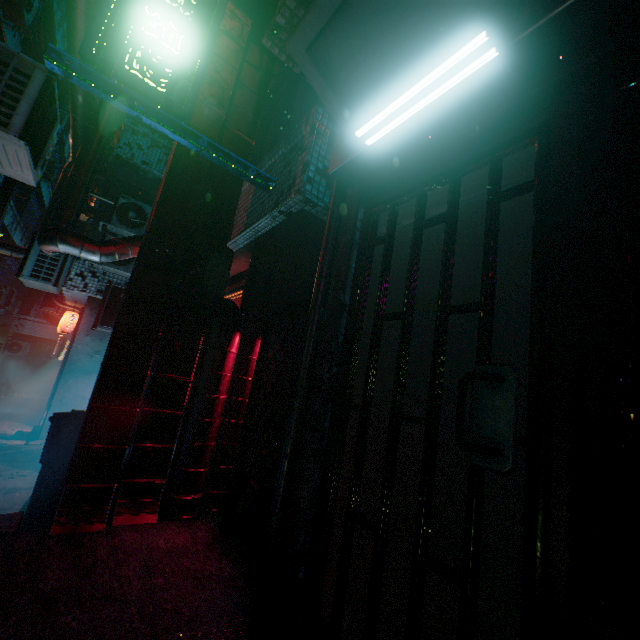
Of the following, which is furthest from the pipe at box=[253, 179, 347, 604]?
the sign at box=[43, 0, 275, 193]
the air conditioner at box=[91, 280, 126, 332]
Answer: the air conditioner at box=[91, 280, 126, 332]

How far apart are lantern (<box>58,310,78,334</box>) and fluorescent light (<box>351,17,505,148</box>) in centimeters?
809cm

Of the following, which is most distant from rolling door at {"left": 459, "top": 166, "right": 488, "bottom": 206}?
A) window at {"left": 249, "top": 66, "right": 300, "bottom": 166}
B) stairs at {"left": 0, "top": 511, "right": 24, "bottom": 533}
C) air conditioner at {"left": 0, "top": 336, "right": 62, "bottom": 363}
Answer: air conditioner at {"left": 0, "top": 336, "right": 62, "bottom": 363}

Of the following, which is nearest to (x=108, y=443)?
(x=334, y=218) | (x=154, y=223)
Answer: (x=154, y=223)

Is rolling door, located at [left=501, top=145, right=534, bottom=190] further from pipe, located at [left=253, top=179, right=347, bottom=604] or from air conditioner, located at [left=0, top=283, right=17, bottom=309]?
air conditioner, located at [left=0, top=283, right=17, bottom=309]

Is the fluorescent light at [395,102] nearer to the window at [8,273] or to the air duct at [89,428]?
the air duct at [89,428]

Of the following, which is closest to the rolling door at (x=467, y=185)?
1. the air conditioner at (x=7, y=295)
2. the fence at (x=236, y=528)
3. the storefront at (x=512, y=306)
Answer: the storefront at (x=512, y=306)

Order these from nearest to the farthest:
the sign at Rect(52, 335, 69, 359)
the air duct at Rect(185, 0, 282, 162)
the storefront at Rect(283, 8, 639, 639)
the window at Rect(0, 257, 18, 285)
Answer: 1. the storefront at Rect(283, 8, 639, 639)
2. the air duct at Rect(185, 0, 282, 162)
3. the sign at Rect(52, 335, 69, 359)
4. the window at Rect(0, 257, 18, 285)
